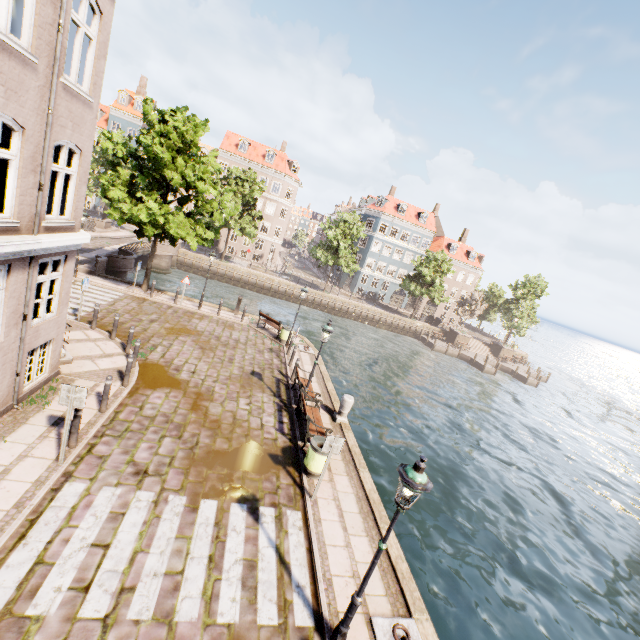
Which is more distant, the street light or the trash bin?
the trash bin

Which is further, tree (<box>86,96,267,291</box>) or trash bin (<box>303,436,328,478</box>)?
tree (<box>86,96,267,291</box>)

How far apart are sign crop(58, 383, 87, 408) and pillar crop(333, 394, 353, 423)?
8.20m

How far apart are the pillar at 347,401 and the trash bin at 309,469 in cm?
289

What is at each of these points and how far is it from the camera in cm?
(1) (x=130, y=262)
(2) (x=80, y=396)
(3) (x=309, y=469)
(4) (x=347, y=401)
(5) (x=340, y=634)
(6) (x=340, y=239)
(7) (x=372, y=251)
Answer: (1) bridge, 2328
(2) sign, 671
(3) trash bin, 900
(4) pillar, 1230
(5) street light, 534
(6) tree, 4091
(7) building, 5284

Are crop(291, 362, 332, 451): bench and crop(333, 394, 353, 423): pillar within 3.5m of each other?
yes

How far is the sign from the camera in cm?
661

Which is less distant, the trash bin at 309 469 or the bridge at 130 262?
the trash bin at 309 469
